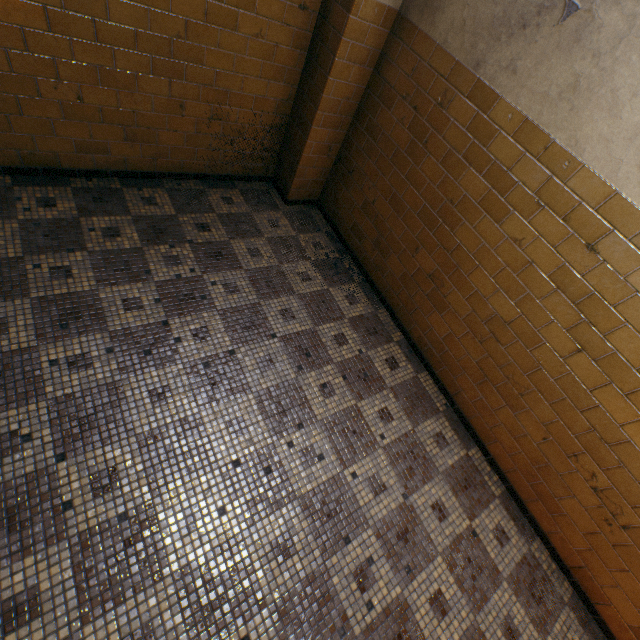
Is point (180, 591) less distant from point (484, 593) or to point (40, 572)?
point (40, 572)
